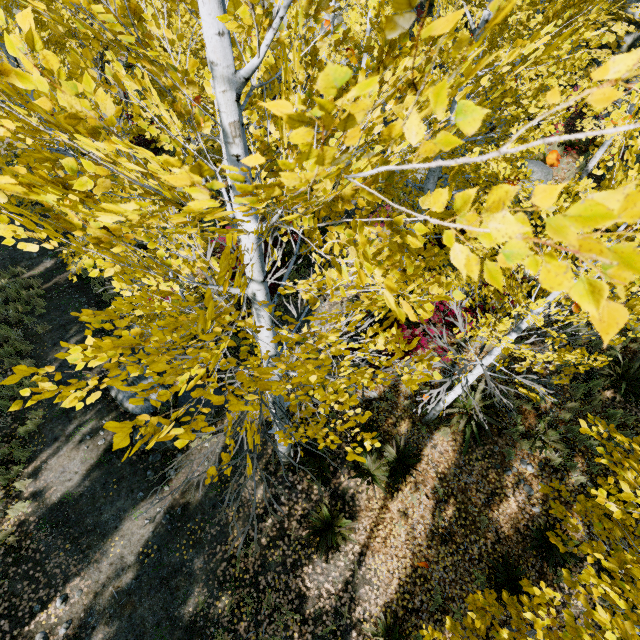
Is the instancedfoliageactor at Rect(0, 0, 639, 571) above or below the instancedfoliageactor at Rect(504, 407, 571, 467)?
above

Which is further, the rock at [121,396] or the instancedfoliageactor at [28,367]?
the rock at [121,396]

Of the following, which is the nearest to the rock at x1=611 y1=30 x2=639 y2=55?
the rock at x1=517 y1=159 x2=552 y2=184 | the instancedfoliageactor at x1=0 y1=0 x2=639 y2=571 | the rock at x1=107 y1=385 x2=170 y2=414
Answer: the instancedfoliageactor at x1=0 y1=0 x2=639 y2=571

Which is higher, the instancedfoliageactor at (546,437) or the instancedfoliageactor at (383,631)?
the instancedfoliageactor at (546,437)

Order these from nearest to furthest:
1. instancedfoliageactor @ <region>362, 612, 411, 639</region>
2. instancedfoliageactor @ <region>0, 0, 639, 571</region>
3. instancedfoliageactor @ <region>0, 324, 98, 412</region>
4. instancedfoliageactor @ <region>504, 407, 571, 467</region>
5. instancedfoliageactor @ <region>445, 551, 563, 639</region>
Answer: instancedfoliageactor @ <region>0, 0, 639, 571</region> < instancedfoliageactor @ <region>0, 324, 98, 412</region> < instancedfoliageactor @ <region>445, 551, 563, 639</region> < instancedfoliageactor @ <region>362, 612, 411, 639</region> < instancedfoliageactor @ <region>504, 407, 571, 467</region>

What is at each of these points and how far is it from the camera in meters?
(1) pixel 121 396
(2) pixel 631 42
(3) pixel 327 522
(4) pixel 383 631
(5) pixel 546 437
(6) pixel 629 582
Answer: (1) rock, 8.4
(2) rock, 13.4
(3) instancedfoliageactor, 6.7
(4) instancedfoliageactor, 5.7
(5) instancedfoliageactor, 7.4
(6) instancedfoliageactor, 2.9

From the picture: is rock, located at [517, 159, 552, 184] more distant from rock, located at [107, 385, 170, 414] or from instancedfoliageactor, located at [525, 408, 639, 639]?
rock, located at [107, 385, 170, 414]

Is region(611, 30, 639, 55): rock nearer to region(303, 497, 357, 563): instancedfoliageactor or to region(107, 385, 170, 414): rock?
region(303, 497, 357, 563): instancedfoliageactor
